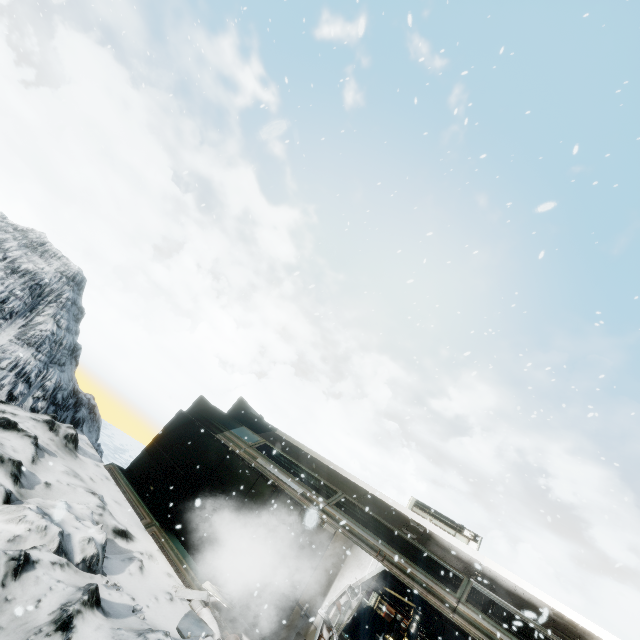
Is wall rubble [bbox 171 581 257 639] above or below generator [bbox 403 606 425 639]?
below

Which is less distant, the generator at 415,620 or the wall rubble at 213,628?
the wall rubble at 213,628

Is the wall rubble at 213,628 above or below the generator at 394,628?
below

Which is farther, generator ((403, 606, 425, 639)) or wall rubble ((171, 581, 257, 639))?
generator ((403, 606, 425, 639))

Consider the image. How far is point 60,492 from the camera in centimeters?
750cm

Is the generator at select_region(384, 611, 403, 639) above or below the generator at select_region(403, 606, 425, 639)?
below
